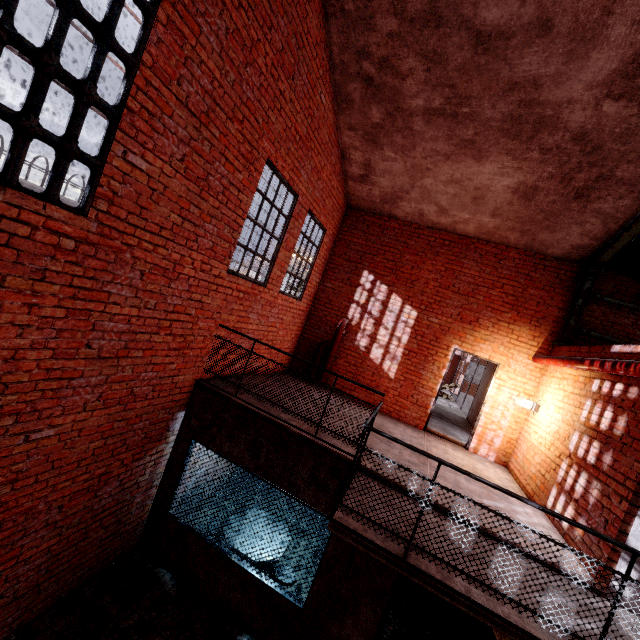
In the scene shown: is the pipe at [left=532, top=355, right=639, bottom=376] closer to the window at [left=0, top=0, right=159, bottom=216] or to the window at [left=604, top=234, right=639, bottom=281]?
the window at [left=604, top=234, right=639, bottom=281]

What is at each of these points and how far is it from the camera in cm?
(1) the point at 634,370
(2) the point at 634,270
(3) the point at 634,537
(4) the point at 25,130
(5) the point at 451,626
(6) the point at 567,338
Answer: (1) pipe, 385
(2) window, 675
(3) building, 356
(4) window, 244
(5) bench, 575
(6) support beam, 699

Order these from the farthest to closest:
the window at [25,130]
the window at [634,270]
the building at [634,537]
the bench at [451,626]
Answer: the window at [634,270]
the bench at [451,626]
the building at [634,537]
the window at [25,130]

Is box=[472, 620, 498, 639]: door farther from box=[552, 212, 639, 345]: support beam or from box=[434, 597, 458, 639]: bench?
box=[552, 212, 639, 345]: support beam

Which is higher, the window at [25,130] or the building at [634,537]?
the window at [25,130]

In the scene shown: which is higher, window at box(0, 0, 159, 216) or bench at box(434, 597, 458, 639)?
window at box(0, 0, 159, 216)

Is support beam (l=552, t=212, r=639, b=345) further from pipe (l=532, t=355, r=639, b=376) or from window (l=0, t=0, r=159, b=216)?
window (l=0, t=0, r=159, b=216)

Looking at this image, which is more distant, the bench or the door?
the bench
